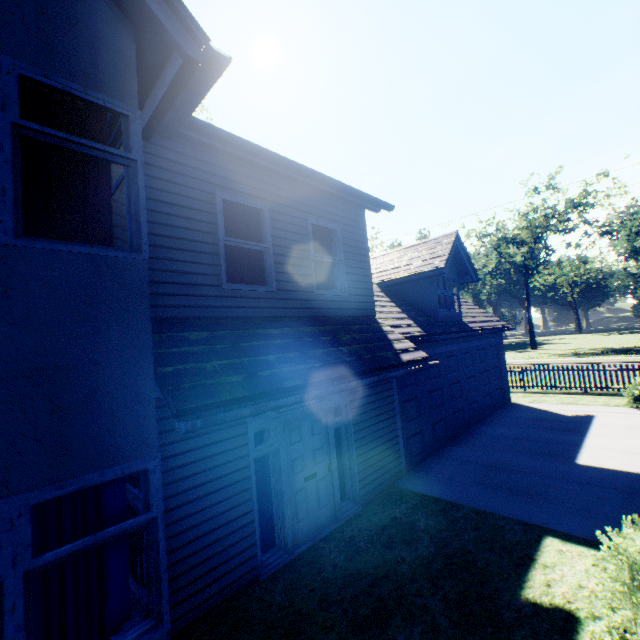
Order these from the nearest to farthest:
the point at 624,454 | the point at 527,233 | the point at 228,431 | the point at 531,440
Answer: the point at 228,431, the point at 624,454, the point at 531,440, the point at 527,233

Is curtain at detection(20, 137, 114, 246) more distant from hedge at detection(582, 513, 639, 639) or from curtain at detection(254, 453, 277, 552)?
hedge at detection(582, 513, 639, 639)

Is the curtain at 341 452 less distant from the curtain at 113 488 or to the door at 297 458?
the door at 297 458

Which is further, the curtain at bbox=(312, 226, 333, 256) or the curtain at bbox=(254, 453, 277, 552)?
the curtain at bbox=(312, 226, 333, 256)

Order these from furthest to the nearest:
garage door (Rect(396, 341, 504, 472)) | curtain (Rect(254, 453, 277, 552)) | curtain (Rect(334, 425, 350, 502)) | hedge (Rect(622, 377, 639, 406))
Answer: hedge (Rect(622, 377, 639, 406)), garage door (Rect(396, 341, 504, 472)), curtain (Rect(334, 425, 350, 502)), curtain (Rect(254, 453, 277, 552))

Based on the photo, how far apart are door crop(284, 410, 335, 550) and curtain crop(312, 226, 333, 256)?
2.5 meters

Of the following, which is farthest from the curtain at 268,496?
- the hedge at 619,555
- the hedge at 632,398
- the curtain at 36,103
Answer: the hedge at 632,398

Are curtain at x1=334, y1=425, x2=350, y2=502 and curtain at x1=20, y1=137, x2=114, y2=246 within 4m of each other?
no
